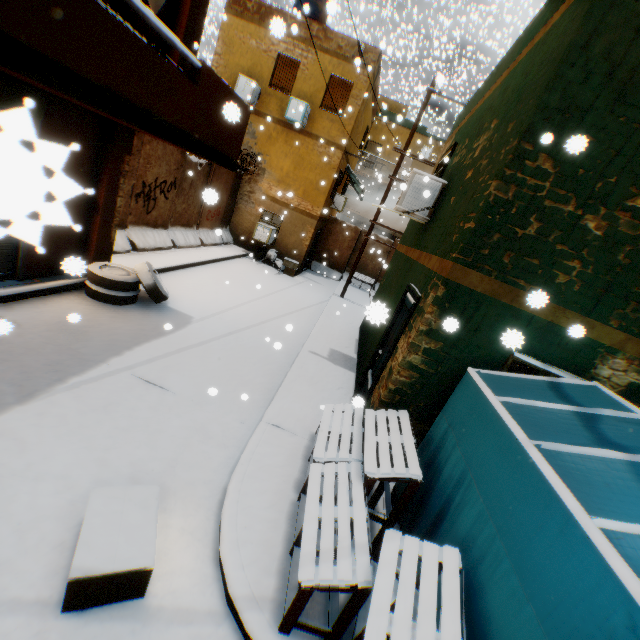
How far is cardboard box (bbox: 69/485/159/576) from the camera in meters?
2.4

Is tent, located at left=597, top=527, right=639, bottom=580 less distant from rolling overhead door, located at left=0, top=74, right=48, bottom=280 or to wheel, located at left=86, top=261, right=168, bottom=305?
rolling overhead door, located at left=0, top=74, right=48, bottom=280

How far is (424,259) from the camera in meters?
5.5 m

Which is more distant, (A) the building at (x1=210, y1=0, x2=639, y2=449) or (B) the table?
(A) the building at (x1=210, y1=0, x2=639, y2=449)

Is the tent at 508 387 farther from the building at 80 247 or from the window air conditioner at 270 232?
the window air conditioner at 270 232

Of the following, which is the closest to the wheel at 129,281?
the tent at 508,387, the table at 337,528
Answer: the tent at 508,387

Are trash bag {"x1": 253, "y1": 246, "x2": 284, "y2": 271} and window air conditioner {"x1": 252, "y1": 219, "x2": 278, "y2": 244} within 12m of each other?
yes

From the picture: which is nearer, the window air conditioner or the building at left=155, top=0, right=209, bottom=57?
the building at left=155, top=0, right=209, bottom=57
